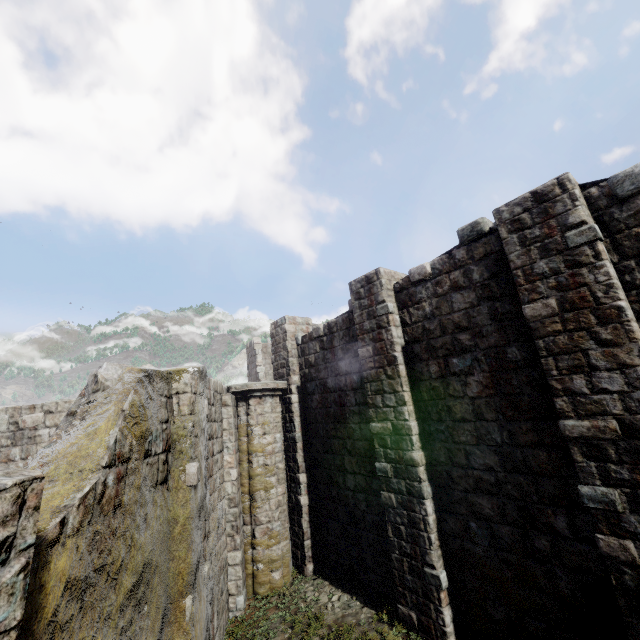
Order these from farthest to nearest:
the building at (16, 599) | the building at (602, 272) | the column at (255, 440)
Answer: the column at (255, 440) → the building at (602, 272) → the building at (16, 599)

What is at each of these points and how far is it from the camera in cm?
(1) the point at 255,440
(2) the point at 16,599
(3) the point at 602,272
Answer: (1) column, 1056
(2) building, 169
(3) building, 498

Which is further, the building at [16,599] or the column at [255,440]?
the column at [255,440]

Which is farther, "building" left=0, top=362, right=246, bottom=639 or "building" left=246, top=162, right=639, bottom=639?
"building" left=246, top=162, right=639, bottom=639

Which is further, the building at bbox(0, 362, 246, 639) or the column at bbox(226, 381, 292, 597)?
the column at bbox(226, 381, 292, 597)

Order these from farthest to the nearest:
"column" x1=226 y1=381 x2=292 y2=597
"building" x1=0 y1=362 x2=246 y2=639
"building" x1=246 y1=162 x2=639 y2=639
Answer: "column" x1=226 y1=381 x2=292 y2=597, "building" x1=246 y1=162 x2=639 y2=639, "building" x1=0 y1=362 x2=246 y2=639

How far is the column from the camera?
9.7m
